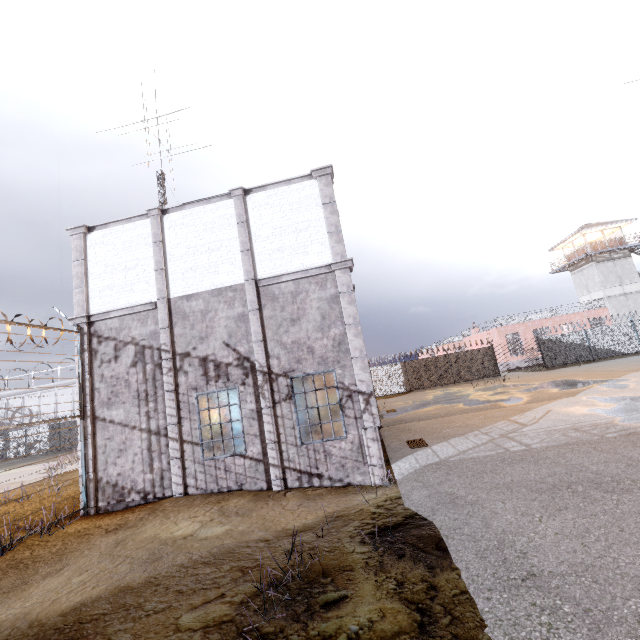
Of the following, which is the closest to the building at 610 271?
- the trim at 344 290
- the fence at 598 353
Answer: the fence at 598 353

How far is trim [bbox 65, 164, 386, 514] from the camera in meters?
9.2 m

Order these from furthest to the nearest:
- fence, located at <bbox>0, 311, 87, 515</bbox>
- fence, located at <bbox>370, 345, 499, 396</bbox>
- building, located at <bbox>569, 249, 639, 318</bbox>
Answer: building, located at <bbox>569, 249, 639, 318</bbox> < fence, located at <bbox>370, 345, 499, 396</bbox> < fence, located at <bbox>0, 311, 87, 515</bbox>

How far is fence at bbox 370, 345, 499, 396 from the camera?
29.2m

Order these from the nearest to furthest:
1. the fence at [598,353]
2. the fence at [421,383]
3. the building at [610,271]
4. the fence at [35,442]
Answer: the fence at [35,442]
the fence at [598,353]
the fence at [421,383]
the building at [610,271]

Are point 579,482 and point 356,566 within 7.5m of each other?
yes

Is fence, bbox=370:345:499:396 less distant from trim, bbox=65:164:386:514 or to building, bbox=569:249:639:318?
trim, bbox=65:164:386:514
